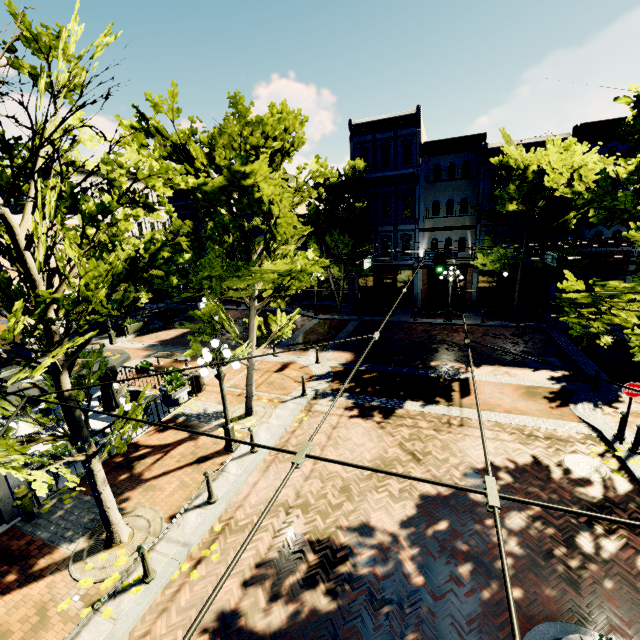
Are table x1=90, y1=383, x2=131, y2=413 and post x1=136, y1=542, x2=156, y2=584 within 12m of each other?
yes

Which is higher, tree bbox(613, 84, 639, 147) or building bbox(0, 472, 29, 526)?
tree bbox(613, 84, 639, 147)

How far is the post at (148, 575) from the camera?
6.3m

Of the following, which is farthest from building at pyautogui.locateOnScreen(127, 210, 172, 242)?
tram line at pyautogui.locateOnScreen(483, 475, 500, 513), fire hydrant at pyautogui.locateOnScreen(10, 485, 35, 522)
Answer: tram line at pyautogui.locateOnScreen(483, 475, 500, 513)

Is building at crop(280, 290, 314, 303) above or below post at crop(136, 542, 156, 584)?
above

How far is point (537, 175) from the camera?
16.0m

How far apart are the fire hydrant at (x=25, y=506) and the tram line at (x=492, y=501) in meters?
10.6
